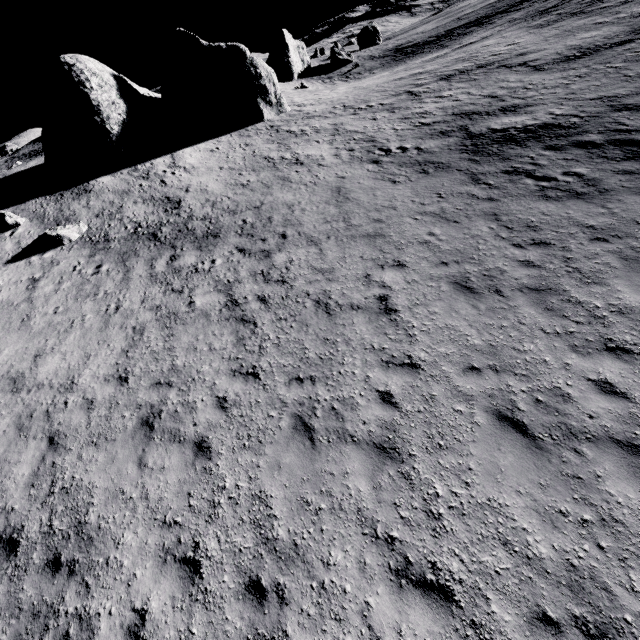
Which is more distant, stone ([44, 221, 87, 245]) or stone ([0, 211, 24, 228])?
stone ([0, 211, 24, 228])

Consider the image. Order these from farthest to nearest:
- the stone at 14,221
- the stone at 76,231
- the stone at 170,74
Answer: the stone at 170,74
the stone at 14,221
the stone at 76,231

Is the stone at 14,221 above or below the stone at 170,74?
below

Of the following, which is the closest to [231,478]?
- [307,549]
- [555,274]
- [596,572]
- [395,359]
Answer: [307,549]

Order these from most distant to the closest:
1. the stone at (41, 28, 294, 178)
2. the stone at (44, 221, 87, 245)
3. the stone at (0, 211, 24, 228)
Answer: the stone at (41, 28, 294, 178) < the stone at (0, 211, 24, 228) < the stone at (44, 221, 87, 245)

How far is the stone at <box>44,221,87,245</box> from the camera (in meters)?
16.66

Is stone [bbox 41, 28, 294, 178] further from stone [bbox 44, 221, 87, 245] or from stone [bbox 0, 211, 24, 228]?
stone [bbox 44, 221, 87, 245]

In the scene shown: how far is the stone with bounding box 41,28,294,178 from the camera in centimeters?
2202cm
